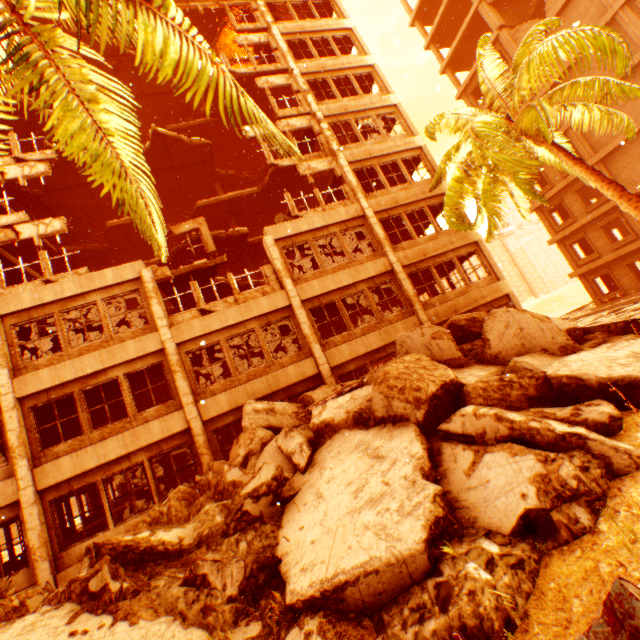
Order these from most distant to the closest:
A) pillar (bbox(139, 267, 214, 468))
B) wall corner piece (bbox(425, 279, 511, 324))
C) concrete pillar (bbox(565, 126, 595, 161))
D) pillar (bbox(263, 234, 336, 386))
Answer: concrete pillar (bbox(565, 126, 595, 161)) → wall corner piece (bbox(425, 279, 511, 324)) → pillar (bbox(263, 234, 336, 386)) → pillar (bbox(139, 267, 214, 468))

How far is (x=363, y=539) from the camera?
4.02m

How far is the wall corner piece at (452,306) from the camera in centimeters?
1426cm

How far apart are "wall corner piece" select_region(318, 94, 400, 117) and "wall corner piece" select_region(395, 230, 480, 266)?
8.2 meters

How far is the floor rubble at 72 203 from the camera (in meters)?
17.19

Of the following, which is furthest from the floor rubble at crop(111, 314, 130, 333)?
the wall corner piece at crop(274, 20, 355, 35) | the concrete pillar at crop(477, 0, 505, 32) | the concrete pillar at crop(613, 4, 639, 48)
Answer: the concrete pillar at crop(477, 0, 505, 32)

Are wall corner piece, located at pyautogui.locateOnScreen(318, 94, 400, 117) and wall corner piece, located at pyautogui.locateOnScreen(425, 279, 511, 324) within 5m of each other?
no

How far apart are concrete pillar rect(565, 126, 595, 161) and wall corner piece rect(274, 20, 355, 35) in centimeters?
1586cm
